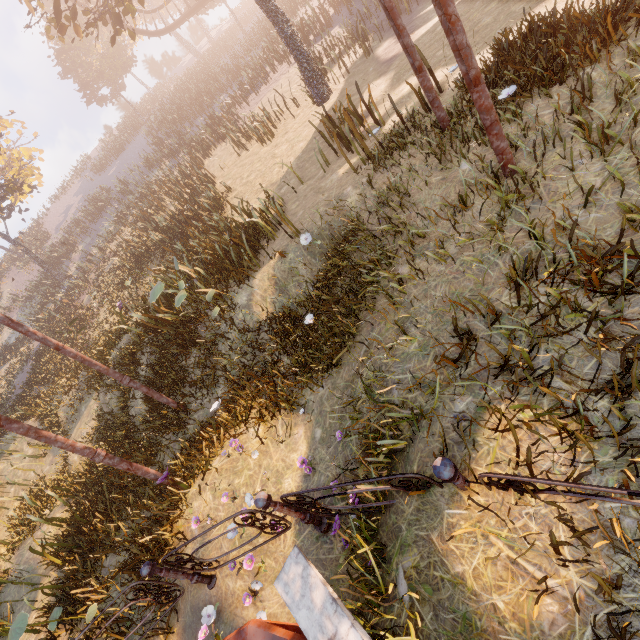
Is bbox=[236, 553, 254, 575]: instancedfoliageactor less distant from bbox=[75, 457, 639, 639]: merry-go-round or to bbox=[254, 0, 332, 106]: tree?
bbox=[75, 457, 639, 639]: merry-go-round

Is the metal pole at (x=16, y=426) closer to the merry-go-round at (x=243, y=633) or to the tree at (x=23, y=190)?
the merry-go-round at (x=243, y=633)

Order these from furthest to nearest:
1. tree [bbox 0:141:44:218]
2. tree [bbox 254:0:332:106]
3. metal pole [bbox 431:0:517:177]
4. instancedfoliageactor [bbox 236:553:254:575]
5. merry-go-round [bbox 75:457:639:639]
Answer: tree [bbox 0:141:44:218] < tree [bbox 254:0:332:106] < instancedfoliageactor [bbox 236:553:254:575] < metal pole [bbox 431:0:517:177] < merry-go-round [bbox 75:457:639:639]

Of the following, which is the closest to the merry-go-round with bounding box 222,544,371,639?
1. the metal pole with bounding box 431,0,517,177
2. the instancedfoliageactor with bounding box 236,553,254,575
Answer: the instancedfoliageactor with bounding box 236,553,254,575

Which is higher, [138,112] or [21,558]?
[138,112]

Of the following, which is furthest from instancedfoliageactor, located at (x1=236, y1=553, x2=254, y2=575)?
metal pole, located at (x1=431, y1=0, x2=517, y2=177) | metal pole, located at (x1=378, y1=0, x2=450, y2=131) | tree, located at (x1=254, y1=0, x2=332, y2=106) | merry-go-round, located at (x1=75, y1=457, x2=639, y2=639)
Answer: tree, located at (x1=254, y1=0, x2=332, y2=106)

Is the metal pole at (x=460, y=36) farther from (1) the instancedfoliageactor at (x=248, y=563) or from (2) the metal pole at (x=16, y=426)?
(2) the metal pole at (x=16, y=426)

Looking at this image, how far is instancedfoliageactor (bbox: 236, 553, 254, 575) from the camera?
4.0 meters
